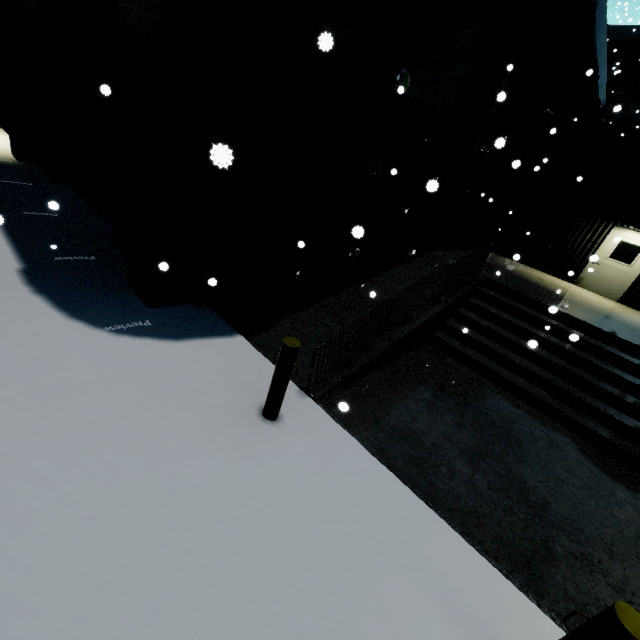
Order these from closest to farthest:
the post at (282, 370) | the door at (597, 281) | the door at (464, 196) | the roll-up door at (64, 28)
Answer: the post at (282, 370) < the roll-up door at (64, 28) < the door at (597, 281) < the door at (464, 196)

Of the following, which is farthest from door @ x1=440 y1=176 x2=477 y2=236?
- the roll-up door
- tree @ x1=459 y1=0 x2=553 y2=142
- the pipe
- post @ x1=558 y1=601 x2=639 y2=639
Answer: post @ x1=558 y1=601 x2=639 y2=639

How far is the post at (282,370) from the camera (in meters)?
3.60

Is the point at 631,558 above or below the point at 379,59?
below

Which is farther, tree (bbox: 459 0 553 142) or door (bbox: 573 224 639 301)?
door (bbox: 573 224 639 301)

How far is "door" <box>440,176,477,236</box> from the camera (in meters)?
12.99

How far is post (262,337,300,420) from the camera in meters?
3.6

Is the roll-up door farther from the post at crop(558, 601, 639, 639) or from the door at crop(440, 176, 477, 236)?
the door at crop(440, 176, 477, 236)
